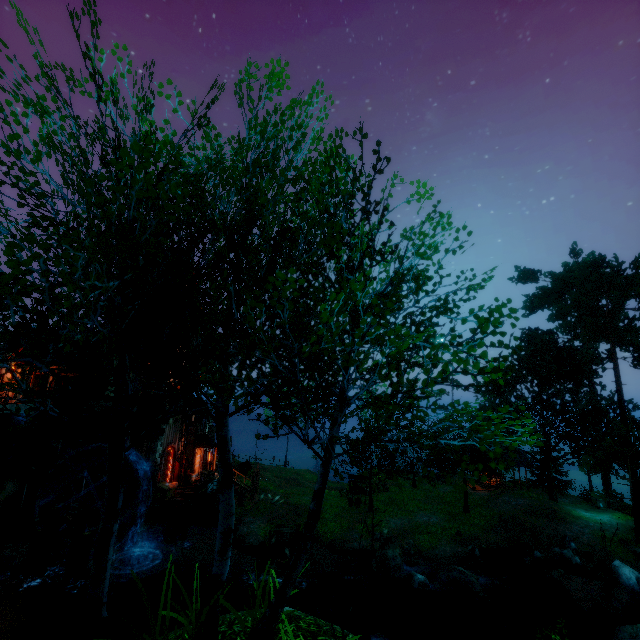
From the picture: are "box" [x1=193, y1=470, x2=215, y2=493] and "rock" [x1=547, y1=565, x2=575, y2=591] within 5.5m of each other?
no

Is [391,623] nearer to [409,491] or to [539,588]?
[539,588]

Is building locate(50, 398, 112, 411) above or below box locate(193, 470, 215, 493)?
above

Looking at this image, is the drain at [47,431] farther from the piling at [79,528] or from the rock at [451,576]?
the rock at [451,576]

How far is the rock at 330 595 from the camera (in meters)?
16.38

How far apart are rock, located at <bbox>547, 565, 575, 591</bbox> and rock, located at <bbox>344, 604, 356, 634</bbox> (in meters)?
12.40

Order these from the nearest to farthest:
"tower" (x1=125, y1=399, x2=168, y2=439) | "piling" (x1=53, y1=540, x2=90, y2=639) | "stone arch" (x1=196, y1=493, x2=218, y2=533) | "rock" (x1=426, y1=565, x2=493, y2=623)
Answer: "piling" (x1=53, y1=540, x2=90, y2=639)
"rock" (x1=426, y1=565, x2=493, y2=623)
"tower" (x1=125, y1=399, x2=168, y2=439)
"stone arch" (x1=196, y1=493, x2=218, y2=533)

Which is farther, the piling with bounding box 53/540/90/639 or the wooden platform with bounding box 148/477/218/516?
the wooden platform with bounding box 148/477/218/516
